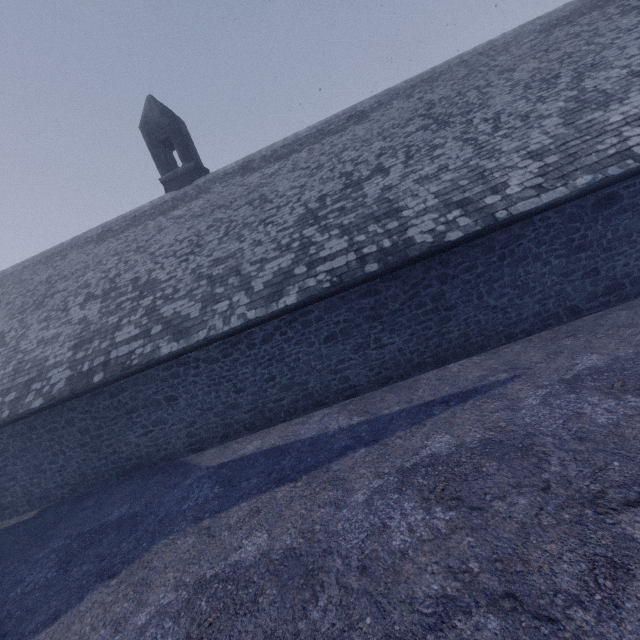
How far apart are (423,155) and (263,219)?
5.4 meters
